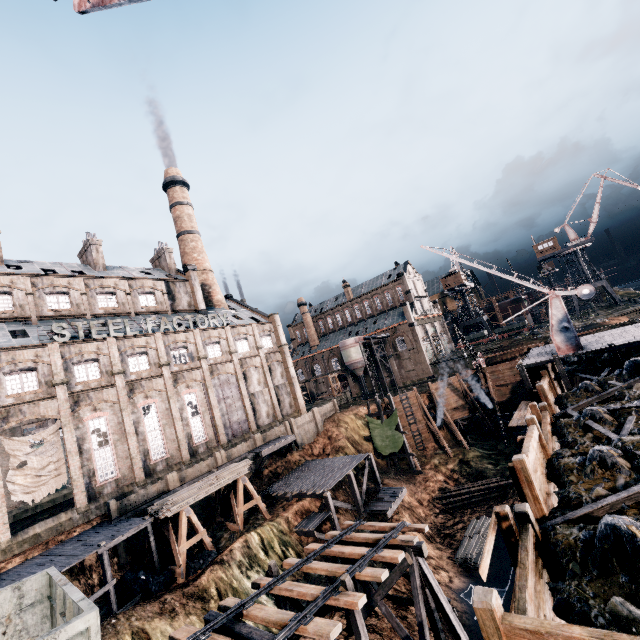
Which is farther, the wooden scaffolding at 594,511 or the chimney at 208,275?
the chimney at 208,275

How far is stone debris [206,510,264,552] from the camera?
24.1m

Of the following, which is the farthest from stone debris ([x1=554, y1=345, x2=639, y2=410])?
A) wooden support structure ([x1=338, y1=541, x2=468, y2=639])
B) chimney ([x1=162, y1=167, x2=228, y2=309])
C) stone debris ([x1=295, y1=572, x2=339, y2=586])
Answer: chimney ([x1=162, y1=167, x2=228, y2=309])

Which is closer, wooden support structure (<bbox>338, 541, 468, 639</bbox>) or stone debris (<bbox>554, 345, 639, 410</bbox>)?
wooden support structure (<bbox>338, 541, 468, 639</bbox>)

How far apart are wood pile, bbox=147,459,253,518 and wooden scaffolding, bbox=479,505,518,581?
21.0m

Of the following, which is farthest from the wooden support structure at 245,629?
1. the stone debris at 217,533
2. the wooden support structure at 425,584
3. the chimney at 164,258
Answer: the chimney at 164,258

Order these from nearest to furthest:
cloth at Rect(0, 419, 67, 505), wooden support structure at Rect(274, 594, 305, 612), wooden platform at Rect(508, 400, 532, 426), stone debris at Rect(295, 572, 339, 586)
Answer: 1. wooden support structure at Rect(274, 594, 305, 612)
2. wooden platform at Rect(508, 400, 532, 426)
3. stone debris at Rect(295, 572, 339, 586)
4. cloth at Rect(0, 419, 67, 505)

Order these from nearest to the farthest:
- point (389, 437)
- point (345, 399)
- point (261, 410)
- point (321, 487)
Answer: point (321, 487) → point (389, 437) → point (261, 410) → point (345, 399)
